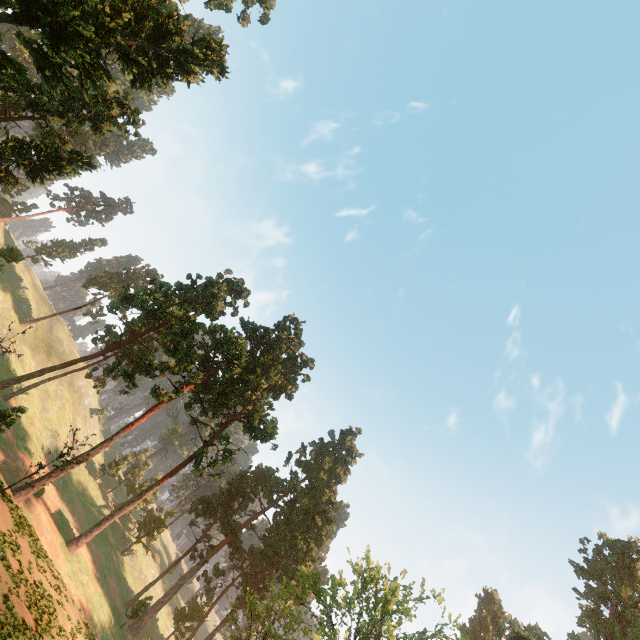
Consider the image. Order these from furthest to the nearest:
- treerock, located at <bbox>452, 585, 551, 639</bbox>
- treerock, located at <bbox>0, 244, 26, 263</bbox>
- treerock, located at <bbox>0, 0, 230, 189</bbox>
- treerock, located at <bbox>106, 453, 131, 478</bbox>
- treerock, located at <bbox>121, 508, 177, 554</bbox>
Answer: treerock, located at <bbox>106, 453, 131, 478</bbox> → treerock, located at <bbox>121, 508, 177, 554</bbox> → treerock, located at <bbox>0, 244, 26, 263</bbox> → treerock, located at <bbox>452, 585, 551, 639</bbox> → treerock, located at <bbox>0, 0, 230, 189</bbox>

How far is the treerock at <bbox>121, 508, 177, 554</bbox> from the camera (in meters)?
50.72

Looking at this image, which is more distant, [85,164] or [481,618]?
[481,618]

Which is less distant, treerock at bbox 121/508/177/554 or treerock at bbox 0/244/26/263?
treerock at bbox 0/244/26/263

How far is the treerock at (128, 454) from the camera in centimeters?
5659cm

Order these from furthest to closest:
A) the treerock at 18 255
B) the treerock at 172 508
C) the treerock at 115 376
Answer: the treerock at 172 508 → the treerock at 18 255 → the treerock at 115 376
